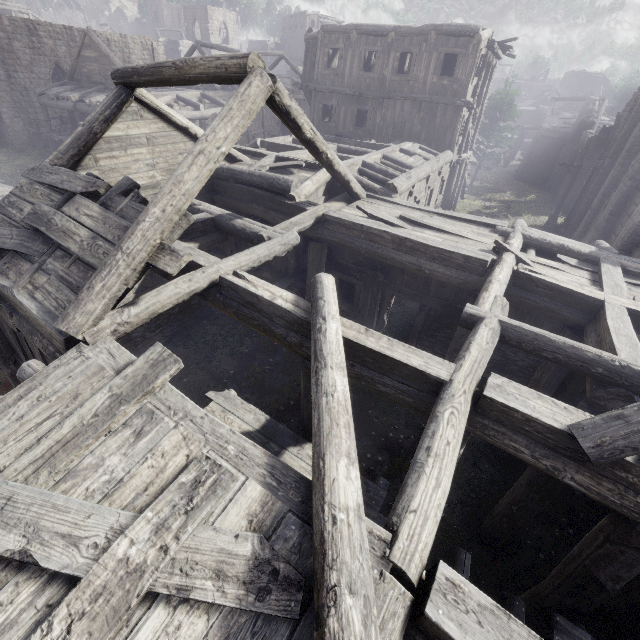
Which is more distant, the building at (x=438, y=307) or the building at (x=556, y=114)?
the building at (x=556, y=114)

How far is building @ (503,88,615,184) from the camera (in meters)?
34.53

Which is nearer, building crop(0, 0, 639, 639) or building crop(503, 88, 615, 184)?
building crop(0, 0, 639, 639)

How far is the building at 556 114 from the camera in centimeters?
3453cm

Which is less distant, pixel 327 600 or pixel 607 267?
pixel 327 600
